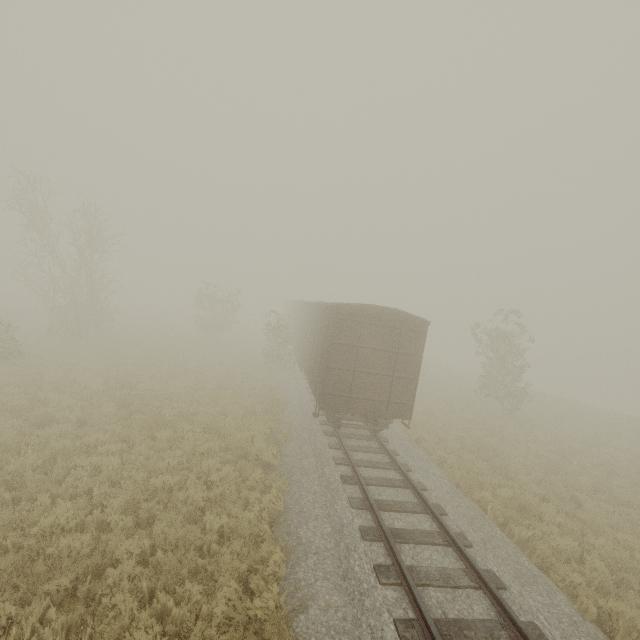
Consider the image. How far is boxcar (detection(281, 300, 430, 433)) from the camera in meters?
11.1 m

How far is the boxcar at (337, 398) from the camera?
11.06m

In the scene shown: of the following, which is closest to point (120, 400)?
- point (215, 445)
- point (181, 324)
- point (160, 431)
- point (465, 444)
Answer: point (160, 431)
